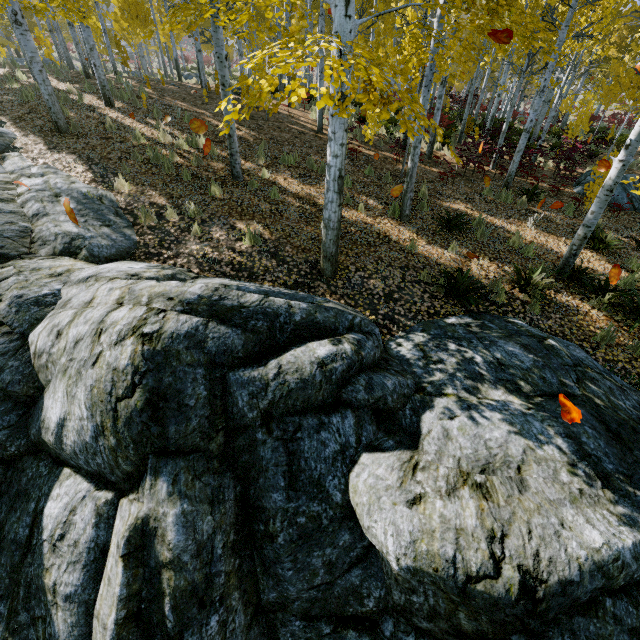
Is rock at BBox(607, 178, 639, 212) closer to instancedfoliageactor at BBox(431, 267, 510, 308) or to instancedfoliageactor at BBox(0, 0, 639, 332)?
instancedfoliageactor at BBox(0, 0, 639, 332)

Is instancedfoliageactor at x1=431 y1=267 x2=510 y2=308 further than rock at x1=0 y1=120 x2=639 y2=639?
Yes

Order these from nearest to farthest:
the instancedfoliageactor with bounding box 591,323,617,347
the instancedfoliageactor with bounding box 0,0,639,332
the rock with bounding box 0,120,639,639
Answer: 1. the rock with bounding box 0,120,639,639
2. the instancedfoliageactor with bounding box 0,0,639,332
3. the instancedfoliageactor with bounding box 591,323,617,347

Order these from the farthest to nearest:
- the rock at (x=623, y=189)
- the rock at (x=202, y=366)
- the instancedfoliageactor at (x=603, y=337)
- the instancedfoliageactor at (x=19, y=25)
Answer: the rock at (x=623, y=189)
the instancedfoliageactor at (x=603, y=337)
the instancedfoliageactor at (x=19, y=25)
the rock at (x=202, y=366)

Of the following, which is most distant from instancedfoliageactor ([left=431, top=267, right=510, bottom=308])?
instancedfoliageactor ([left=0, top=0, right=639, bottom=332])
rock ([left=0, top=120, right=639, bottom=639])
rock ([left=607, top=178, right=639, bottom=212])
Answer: rock ([left=607, top=178, right=639, bottom=212])

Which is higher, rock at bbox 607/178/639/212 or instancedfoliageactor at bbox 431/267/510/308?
rock at bbox 607/178/639/212

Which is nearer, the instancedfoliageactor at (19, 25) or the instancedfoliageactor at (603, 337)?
the instancedfoliageactor at (19, 25)

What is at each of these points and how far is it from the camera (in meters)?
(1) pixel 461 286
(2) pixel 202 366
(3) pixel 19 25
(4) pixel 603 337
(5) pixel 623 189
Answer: (1) instancedfoliageactor, 5.93
(2) rock, 3.24
(3) instancedfoliageactor, 7.28
(4) instancedfoliageactor, 5.57
(5) rock, 10.58
